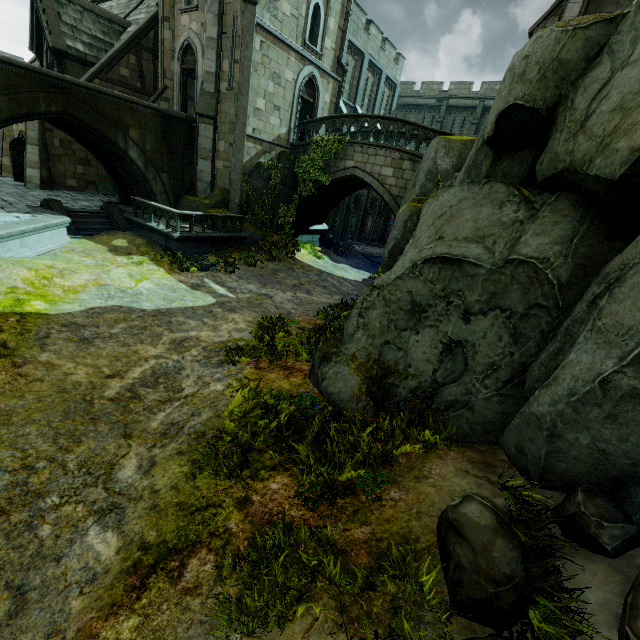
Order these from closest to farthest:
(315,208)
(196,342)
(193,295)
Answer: (196,342) → (193,295) → (315,208)

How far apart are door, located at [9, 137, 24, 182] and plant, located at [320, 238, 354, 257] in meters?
18.0

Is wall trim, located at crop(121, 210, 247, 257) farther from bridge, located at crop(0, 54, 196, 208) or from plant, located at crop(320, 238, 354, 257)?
plant, located at crop(320, 238, 354, 257)

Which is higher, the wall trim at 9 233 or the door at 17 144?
the door at 17 144

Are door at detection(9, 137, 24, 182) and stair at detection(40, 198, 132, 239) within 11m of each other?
yes

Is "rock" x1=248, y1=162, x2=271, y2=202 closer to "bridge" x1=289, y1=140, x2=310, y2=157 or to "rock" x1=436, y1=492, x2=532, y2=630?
"bridge" x1=289, y1=140, x2=310, y2=157

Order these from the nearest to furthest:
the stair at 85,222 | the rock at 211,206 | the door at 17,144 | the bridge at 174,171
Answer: the bridge at 174,171
the stair at 85,222
the rock at 211,206
the door at 17,144

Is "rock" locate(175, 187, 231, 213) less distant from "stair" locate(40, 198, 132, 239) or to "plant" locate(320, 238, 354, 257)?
"stair" locate(40, 198, 132, 239)
